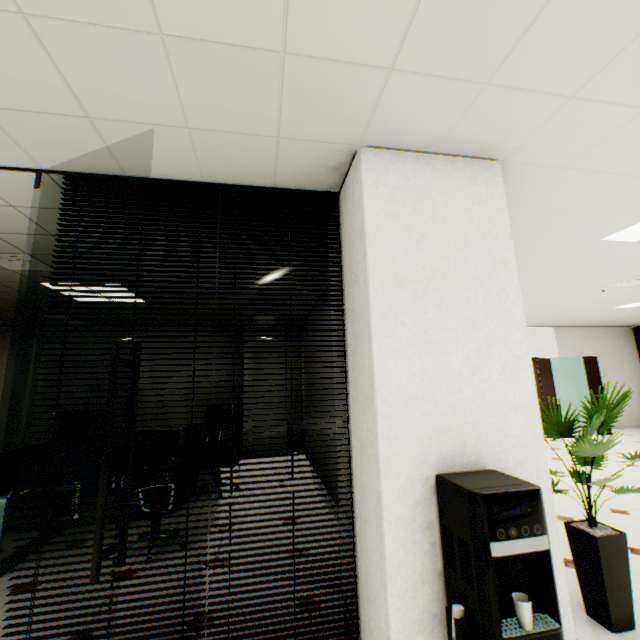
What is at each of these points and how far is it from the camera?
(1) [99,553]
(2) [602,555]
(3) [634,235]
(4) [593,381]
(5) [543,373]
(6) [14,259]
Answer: (1) door, 1.34m
(2) plant, 2.04m
(3) light, 3.39m
(4) door, 8.66m
(5) door, 9.09m
(6) ceiling vent, 3.48m

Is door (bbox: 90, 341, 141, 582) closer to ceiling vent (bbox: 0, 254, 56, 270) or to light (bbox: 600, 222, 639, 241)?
ceiling vent (bbox: 0, 254, 56, 270)

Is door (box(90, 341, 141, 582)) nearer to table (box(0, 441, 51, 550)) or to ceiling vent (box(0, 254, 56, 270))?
table (box(0, 441, 51, 550))

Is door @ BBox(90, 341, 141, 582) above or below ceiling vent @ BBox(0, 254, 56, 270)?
below

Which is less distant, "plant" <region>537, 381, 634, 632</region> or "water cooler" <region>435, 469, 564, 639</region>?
"water cooler" <region>435, 469, 564, 639</region>

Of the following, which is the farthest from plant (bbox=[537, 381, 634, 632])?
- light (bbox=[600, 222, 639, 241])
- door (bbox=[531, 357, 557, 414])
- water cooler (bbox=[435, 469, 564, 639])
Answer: door (bbox=[531, 357, 557, 414])

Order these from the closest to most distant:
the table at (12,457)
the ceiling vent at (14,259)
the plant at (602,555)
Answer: the plant at (602,555) → the table at (12,457) → the ceiling vent at (14,259)

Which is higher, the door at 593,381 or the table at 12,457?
the door at 593,381
